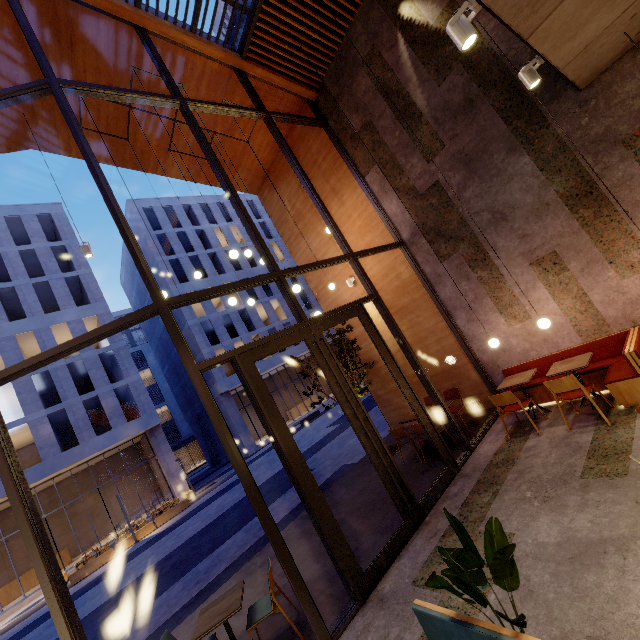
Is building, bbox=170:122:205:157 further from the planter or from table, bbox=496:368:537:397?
the planter

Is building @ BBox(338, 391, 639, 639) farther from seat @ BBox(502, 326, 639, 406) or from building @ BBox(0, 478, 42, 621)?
building @ BBox(0, 478, 42, 621)

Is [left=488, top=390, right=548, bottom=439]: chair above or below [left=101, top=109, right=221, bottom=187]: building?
below

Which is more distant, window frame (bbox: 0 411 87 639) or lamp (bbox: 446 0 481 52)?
window frame (bbox: 0 411 87 639)

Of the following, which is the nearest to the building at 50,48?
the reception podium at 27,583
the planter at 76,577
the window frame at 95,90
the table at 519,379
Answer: the window frame at 95,90

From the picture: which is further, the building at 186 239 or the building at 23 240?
the building at 186 239

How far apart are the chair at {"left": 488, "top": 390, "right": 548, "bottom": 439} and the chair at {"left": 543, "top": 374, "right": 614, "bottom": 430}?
0.5 meters

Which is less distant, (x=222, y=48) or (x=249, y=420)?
(x=222, y=48)
